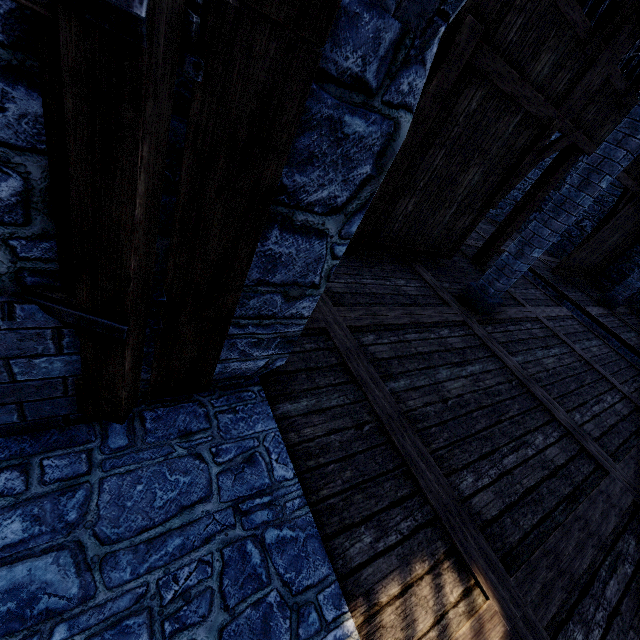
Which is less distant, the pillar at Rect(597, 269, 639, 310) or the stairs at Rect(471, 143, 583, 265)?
the stairs at Rect(471, 143, 583, 265)

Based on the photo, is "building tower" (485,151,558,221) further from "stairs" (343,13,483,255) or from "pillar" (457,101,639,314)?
"pillar" (457,101,639,314)

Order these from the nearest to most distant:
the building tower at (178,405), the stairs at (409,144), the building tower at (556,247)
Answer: the building tower at (178,405) → the stairs at (409,144) → the building tower at (556,247)

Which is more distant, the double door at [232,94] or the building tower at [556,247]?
the building tower at [556,247]

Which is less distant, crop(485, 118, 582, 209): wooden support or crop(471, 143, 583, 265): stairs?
crop(485, 118, 582, 209): wooden support

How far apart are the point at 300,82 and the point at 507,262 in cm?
539

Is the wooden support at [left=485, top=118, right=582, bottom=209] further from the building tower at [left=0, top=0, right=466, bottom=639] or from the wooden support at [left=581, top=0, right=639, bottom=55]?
the building tower at [left=0, top=0, right=466, bottom=639]

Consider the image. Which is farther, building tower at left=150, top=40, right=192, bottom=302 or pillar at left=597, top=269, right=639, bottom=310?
pillar at left=597, top=269, right=639, bottom=310
